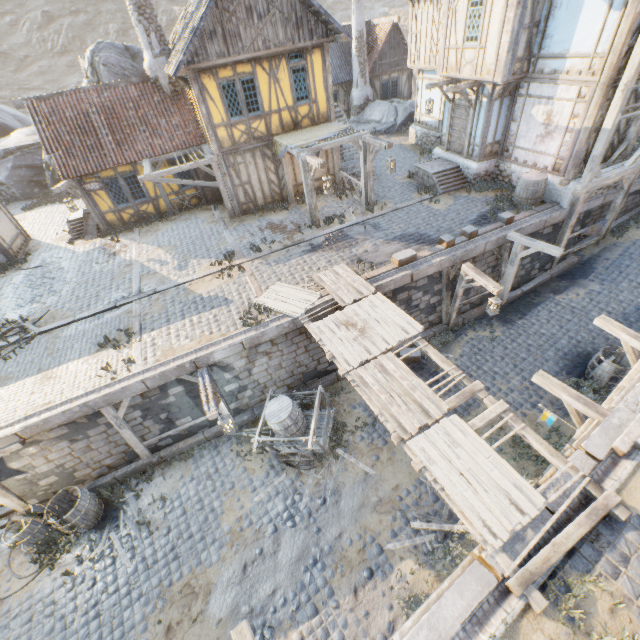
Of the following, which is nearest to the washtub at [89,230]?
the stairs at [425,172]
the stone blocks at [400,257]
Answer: the stone blocks at [400,257]

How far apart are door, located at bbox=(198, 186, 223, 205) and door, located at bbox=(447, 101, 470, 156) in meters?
11.6

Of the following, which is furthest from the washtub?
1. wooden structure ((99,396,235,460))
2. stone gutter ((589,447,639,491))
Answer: stone gutter ((589,447,639,491))

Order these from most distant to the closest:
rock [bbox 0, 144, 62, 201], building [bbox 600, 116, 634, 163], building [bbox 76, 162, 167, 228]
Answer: rock [bbox 0, 144, 62, 201] → building [bbox 76, 162, 167, 228] → building [bbox 600, 116, 634, 163]

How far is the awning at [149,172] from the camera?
13.7m

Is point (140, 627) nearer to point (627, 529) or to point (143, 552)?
point (143, 552)

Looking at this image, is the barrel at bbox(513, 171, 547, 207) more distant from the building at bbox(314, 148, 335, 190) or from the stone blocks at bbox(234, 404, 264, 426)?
the building at bbox(314, 148, 335, 190)

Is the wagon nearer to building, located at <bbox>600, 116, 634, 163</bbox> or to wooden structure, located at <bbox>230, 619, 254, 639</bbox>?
wooden structure, located at <bbox>230, 619, 254, 639</bbox>
